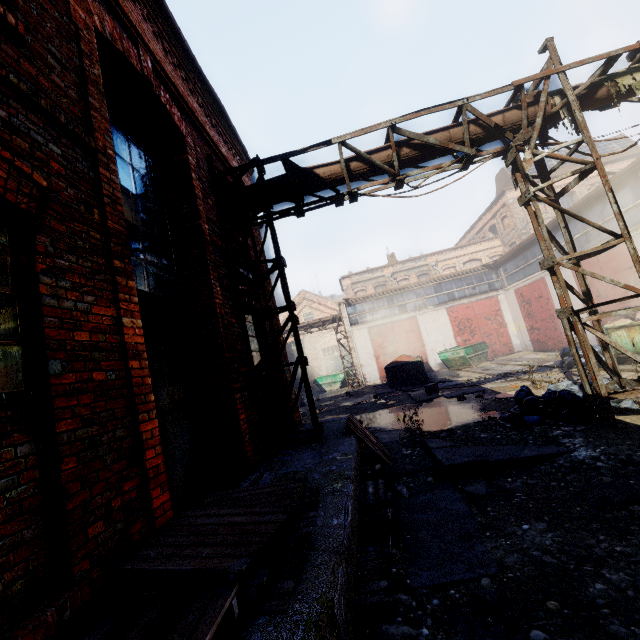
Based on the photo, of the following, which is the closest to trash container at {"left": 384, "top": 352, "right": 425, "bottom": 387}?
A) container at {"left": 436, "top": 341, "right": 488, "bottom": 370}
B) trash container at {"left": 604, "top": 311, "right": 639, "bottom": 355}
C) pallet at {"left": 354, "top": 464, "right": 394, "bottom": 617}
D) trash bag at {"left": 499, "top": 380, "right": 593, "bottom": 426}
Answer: container at {"left": 436, "top": 341, "right": 488, "bottom": 370}

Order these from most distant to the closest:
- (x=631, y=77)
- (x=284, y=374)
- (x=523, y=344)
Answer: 1. (x=523, y=344)
2. (x=284, y=374)
3. (x=631, y=77)

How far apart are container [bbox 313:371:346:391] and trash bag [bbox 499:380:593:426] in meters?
20.1 m

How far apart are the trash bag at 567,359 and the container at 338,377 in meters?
16.6

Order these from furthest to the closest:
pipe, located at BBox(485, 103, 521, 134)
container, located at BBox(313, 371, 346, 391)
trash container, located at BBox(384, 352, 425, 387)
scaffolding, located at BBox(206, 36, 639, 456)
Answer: container, located at BBox(313, 371, 346, 391) → trash container, located at BBox(384, 352, 425, 387) → pipe, located at BBox(485, 103, 521, 134) → scaffolding, located at BBox(206, 36, 639, 456)

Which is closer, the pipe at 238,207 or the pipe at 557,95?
the pipe at 557,95

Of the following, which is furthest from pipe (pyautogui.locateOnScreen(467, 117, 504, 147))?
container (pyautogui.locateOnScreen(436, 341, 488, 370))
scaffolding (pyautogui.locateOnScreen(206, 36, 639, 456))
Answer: container (pyautogui.locateOnScreen(436, 341, 488, 370))

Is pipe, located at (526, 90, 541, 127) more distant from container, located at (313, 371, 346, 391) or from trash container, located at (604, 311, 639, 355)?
container, located at (313, 371, 346, 391)
